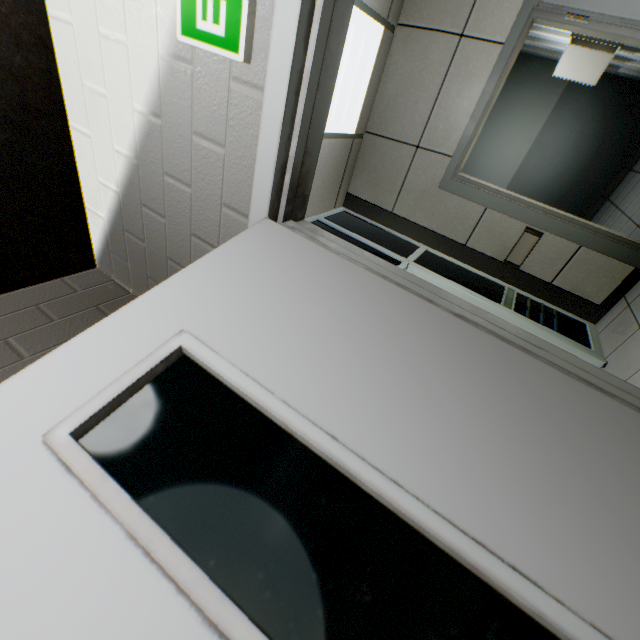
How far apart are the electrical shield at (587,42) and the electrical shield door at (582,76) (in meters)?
0.06

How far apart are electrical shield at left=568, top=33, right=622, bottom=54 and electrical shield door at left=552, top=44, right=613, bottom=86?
0.1 meters

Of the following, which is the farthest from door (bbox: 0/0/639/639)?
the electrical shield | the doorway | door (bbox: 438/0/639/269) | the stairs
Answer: the electrical shield

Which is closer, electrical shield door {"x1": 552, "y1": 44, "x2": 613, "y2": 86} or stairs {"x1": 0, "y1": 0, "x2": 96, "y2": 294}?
stairs {"x1": 0, "y1": 0, "x2": 96, "y2": 294}

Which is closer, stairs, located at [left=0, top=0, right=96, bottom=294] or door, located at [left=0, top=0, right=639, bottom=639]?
door, located at [left=0, top=0, right=639, bottom=639]

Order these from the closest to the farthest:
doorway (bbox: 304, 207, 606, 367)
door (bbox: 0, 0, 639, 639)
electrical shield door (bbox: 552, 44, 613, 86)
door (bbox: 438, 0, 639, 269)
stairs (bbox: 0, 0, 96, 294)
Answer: door (bbox: 0, 0, 639, 639)
stairs (bbox: 0, 0, 96, 294)
door (bbox: 438, 0, 639, 269)
doorway (bbox: 304, 207, 606, 367)
electrical shield door (bbox: 552, 44, 613, 86)

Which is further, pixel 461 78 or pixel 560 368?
pixel 461 78

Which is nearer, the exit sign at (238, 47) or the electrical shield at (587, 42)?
the exit sign at (238, 47)
